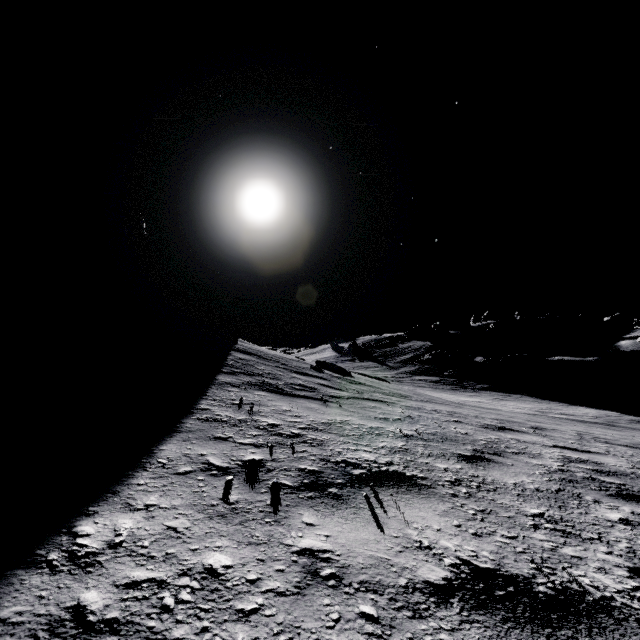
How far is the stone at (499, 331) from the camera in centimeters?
5094cm

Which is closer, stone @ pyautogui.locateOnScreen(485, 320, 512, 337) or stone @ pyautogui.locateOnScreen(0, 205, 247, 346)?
stone @ pyautogui.locateOnScreen(0, 205, 247, 346)

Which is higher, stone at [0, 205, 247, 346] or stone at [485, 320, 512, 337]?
stone at [485, 320, 512, 337]

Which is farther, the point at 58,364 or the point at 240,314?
the point at 240,314

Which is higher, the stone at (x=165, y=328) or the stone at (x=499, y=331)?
the stone at (x=499, y=331)

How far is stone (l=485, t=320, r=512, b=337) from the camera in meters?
50.9 m
